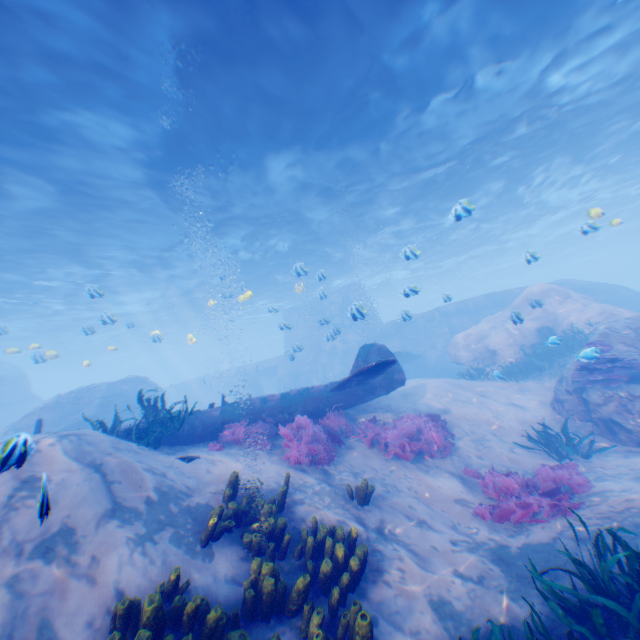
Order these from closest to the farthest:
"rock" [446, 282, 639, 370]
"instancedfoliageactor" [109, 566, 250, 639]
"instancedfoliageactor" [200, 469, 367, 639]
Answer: "instancedfoliageactor" [109, 566, 250, 639] < "instancedfoliageactor" [200, 469, 367, 639] < "rock" [446, 282, 639, 370]

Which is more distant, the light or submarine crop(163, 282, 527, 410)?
submarine crop(163, 282, 527, 410)

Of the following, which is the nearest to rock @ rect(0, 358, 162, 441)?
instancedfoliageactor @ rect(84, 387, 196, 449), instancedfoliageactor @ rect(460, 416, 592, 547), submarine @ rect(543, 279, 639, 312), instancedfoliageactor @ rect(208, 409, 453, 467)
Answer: submarine @ rect(543, 279, 639, 312)

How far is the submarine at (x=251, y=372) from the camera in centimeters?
2473cm

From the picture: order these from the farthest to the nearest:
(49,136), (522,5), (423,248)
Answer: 1. (423,248)
2. (49,136)
3. (522,5)

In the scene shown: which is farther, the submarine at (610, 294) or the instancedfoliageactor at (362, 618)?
the submarine at (610, 294)

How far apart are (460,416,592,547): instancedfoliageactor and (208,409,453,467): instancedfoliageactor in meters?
3.1

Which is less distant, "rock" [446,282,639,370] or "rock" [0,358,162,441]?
"rock" [446,282,639,370]
